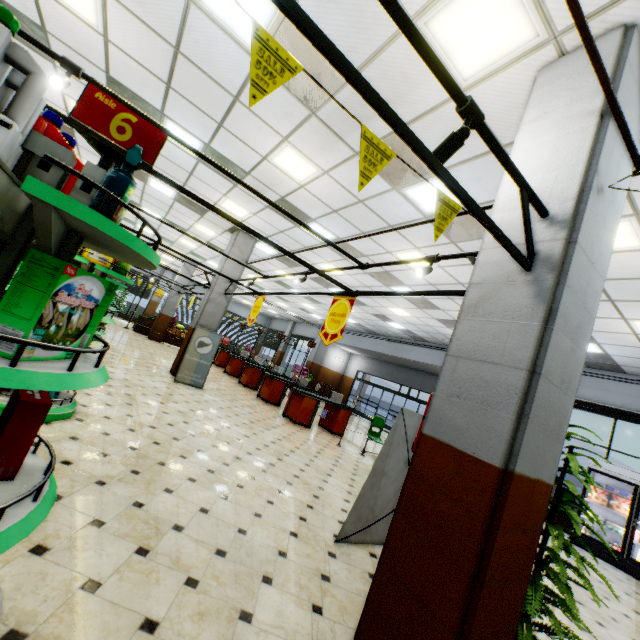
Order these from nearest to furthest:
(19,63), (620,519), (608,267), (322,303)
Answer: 1. (19,63)
2. (608,267)
3. (620,519)
4. (322,303)

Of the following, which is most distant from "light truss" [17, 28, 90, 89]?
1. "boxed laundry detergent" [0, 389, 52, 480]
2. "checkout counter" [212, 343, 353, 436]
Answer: "checkout counter" [212, 343, 353, 436]

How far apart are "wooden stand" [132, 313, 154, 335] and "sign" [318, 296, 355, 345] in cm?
1708

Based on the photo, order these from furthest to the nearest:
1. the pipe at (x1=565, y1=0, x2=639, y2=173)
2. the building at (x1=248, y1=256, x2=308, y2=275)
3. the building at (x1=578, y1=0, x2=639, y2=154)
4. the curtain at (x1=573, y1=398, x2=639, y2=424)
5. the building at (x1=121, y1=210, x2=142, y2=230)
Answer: the building at (x1=121, y1=210, x2=142, y2=230)
the building at (x1=248, y1=256, x2=308, y2=275)
the curtain at (x1=573, y1=398, x2=639, y2=424)
the building at (x1=578, y1=0, x2=639, y2=154)
the pipe at (x1=565, y1=0, x2=639, y2=173)

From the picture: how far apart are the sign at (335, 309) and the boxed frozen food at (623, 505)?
9.1m

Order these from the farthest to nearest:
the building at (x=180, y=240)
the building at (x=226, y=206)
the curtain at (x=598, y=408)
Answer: the building at (x=180, y=240) → the curtain at (x=598, y=408) → the building at (x=226, y=206)

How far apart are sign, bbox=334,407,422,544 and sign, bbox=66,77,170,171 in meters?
3.2

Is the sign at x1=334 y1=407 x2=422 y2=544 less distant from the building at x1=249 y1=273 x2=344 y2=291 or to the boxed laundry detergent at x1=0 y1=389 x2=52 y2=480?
the building at x1=249 y1=273 x2=344 y2=291
